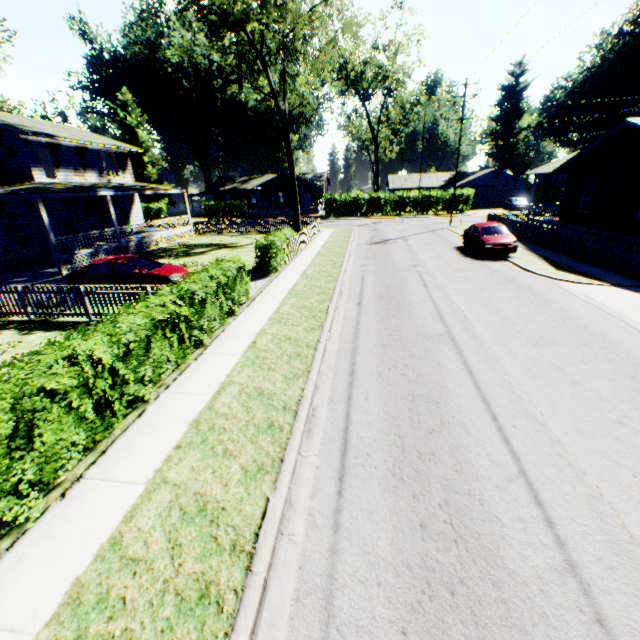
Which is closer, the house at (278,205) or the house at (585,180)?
the house at (585,180)

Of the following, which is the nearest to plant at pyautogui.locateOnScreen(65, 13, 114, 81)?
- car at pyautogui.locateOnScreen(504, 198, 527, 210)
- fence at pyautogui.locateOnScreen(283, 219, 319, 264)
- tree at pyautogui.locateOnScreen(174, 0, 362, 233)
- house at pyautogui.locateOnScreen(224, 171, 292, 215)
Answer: fence at pyautogui.locateOnScreen(283, 219, 319, 264)

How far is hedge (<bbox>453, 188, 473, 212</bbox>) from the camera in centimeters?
4325cm

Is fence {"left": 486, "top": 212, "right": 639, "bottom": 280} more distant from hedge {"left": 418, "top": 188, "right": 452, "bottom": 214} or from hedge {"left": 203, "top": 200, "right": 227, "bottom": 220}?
hedge {"left": 203, "top": 200, "right": 227, "bottom": 220}

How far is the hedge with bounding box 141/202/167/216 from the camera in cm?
4953

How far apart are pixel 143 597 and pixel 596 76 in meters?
77.3

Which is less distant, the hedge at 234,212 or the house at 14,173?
the house at 14,173

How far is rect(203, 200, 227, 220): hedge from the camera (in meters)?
48.06
